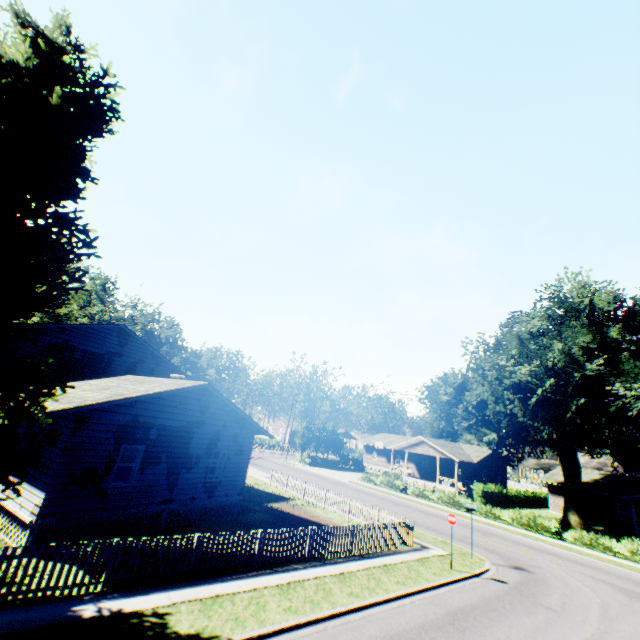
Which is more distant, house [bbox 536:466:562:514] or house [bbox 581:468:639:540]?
house [bbox 536:466:562:514]

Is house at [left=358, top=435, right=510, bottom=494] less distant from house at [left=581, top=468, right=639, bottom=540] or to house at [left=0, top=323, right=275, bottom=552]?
house at [left=581, top=468, right=639, bottom=540]

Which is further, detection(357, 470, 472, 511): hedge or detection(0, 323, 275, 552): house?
detection(357, 470, 472, 511): hedge

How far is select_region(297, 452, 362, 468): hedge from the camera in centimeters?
5029cm

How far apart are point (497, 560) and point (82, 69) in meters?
28.6

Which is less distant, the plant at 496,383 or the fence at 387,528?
the fence at 387,528

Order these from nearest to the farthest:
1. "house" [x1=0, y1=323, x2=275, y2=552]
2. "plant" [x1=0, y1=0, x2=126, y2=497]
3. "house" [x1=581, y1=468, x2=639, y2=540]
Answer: "plant" [x1=0, y1=0, x2=126, y2=497] → "house" [x1=0, y1=323, x2=275, y2=552] → "house" [x1=581, y1=468, x2=639, y2=540]

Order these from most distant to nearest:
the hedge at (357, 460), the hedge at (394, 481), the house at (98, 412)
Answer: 1. the hedge at (357, 460)
2. the hedge at (394, 481)
3. the house at (98, 412)
